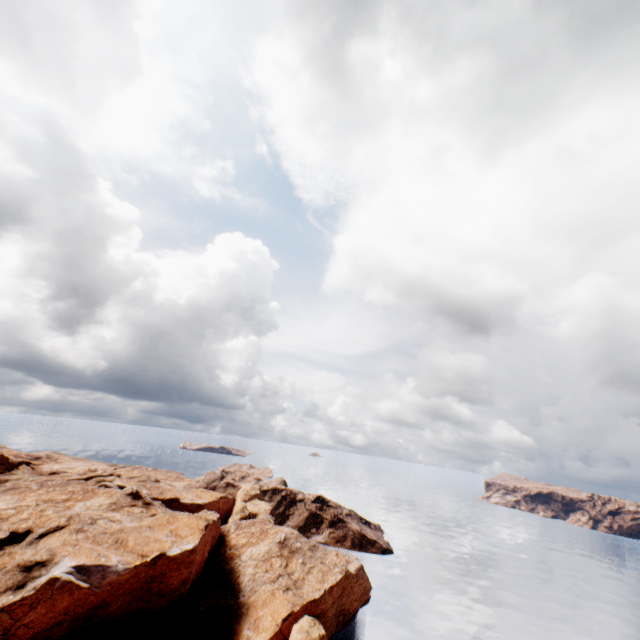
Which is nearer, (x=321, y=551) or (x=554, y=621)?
(x=321, y=551)
